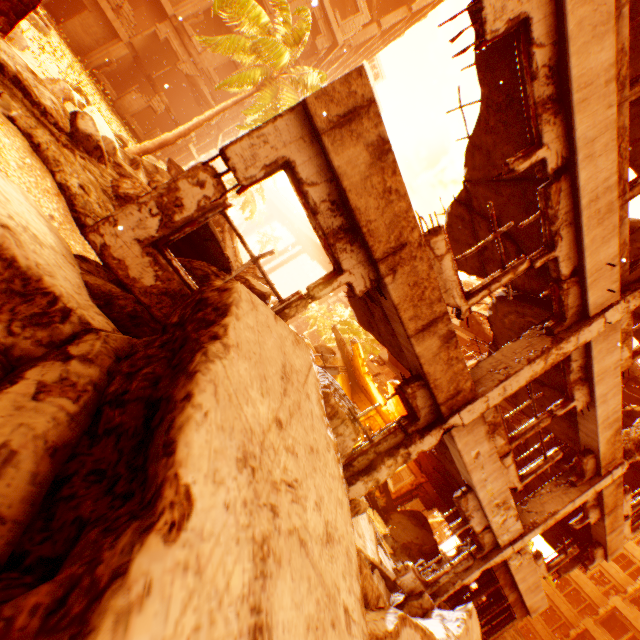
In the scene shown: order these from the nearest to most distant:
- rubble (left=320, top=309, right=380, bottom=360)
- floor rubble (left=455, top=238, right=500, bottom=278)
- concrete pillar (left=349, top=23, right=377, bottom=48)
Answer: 1. floor rubble (left=455, top=238, right=500, bottom=278)
2. concrete pillar (left=349, top=23, right=377, bottom=48)
3. rubble (left=320, top=309, right=380, bottom=360)

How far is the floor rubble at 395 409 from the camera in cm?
1453

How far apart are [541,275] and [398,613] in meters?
6.0 m

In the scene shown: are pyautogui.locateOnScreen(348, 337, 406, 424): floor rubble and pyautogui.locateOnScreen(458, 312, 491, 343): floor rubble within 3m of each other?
no

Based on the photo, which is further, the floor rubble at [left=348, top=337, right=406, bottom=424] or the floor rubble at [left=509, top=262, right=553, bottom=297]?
the floor rubble at [left=348, top=337, right=406, bottom=424]

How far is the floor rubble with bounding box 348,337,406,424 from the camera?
14.5 meters

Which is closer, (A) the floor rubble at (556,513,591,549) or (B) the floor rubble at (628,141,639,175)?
(B) the floor rubble at (628,141,639,175)

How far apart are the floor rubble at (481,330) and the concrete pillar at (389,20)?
24.4m
